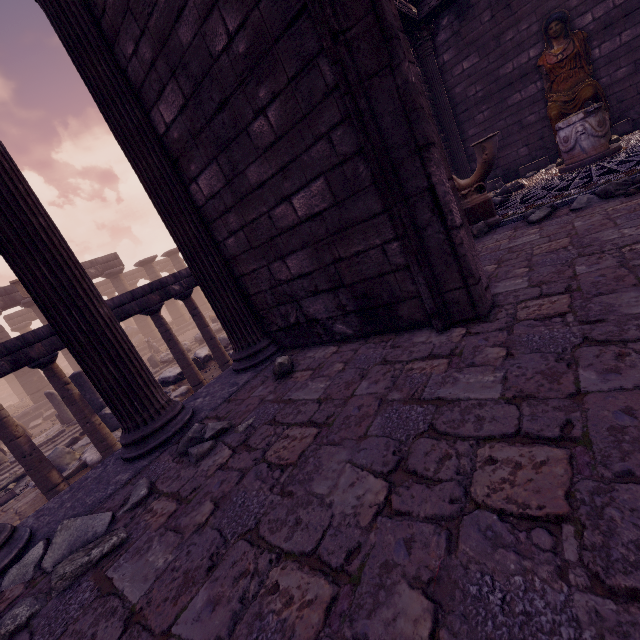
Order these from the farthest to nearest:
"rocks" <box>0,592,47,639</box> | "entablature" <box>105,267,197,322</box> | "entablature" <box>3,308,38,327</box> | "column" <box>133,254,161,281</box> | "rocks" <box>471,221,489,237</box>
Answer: "entablature" <box>3,308,38,327</box>, "column" <box>133,254,161,281</box>, "entablature" <box>105,267,197,322</box>, "rocks" <box>471,221,489,237</box>, "rocks" <box>0,592,47,639</box>

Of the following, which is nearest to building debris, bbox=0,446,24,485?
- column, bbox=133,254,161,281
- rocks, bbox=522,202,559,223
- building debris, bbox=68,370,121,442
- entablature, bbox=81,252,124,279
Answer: building debris, bbox=68,370,121,442

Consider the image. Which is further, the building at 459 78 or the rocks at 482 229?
the building at 459 78

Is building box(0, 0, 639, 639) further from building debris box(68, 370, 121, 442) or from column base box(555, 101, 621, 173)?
building debris box(68, 370, 121, 442)

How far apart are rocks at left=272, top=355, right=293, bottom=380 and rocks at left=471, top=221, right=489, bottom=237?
3.64m

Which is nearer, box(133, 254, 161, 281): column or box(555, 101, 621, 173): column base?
box(555, 101, 621, 173): column base

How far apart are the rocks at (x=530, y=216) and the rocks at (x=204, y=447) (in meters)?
4.45

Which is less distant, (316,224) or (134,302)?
(316,224)
